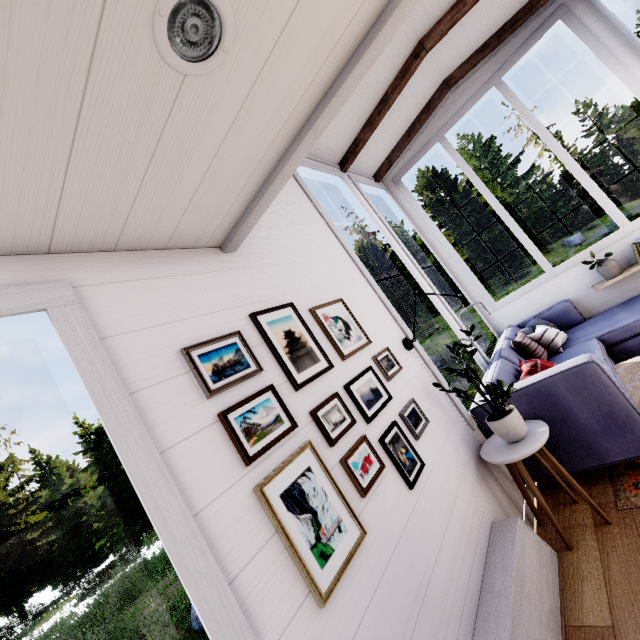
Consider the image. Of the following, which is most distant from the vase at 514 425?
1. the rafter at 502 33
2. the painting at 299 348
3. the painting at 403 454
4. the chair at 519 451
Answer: the rafter at 502 33

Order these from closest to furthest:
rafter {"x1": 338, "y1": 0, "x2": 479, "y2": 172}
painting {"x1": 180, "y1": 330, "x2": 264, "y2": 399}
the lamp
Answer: the lamp < painting {"x1": 180, "y1": 330, "x2": 264, "y2": 399} < rafter {"x1": 338, "y1": 0, "x2": 479, "y2": 172}

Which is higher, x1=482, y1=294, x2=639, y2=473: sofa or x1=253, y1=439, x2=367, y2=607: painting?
A: x1=253, y1=439, x2=367, y2=607: painting

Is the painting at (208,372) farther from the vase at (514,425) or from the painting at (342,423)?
the vase at (514,425)

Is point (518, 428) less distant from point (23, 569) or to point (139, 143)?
point (139, 143)

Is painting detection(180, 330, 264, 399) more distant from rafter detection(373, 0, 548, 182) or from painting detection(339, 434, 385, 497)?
rafter detection(373, 0, 548, 182)

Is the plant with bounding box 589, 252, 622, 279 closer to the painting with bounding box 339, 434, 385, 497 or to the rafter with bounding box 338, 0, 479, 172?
the rafter with bounding box 338, 0, 479, 172

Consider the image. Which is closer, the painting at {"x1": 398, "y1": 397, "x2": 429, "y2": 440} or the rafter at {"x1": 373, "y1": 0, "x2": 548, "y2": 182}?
the painting at {"x1": 398, "y1": 397, "x2": 429, "y2": 440}
